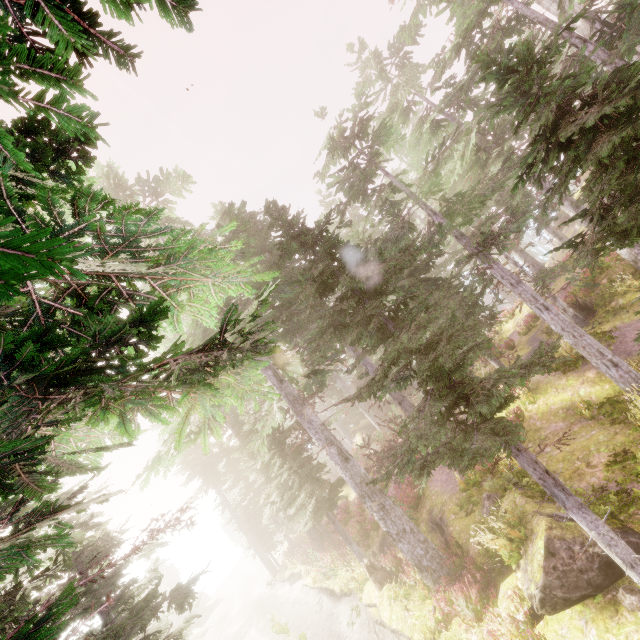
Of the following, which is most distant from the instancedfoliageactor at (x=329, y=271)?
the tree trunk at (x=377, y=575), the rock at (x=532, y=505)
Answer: the tree trunk at (x=377, y=575)

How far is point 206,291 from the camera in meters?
3.1

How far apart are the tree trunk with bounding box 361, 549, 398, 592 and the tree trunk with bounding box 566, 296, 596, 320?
15.5 meters

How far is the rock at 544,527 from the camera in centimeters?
700cm

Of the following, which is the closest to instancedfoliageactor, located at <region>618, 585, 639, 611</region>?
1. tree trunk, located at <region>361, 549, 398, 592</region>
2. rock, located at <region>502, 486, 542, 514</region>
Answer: rock, located at <region>502, 486, 542, 514</region>

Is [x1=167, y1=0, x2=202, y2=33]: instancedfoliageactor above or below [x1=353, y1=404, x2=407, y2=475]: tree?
above

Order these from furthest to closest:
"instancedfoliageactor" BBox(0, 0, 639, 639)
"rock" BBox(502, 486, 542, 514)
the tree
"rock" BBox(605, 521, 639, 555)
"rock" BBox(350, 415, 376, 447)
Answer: "rock" BBox(350, 415, 376, 447) → the tree → "rock" BBox(502, 486, 542, 514) → "rock" BBox(605, 521, 639, 555) → "instancedfoliageactor" BBox(0, 0, 639, 639)

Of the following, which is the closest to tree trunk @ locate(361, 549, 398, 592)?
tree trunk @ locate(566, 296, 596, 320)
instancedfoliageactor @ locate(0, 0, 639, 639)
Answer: instancedfoliageactor @ locate(0, 0, 639, 639)
